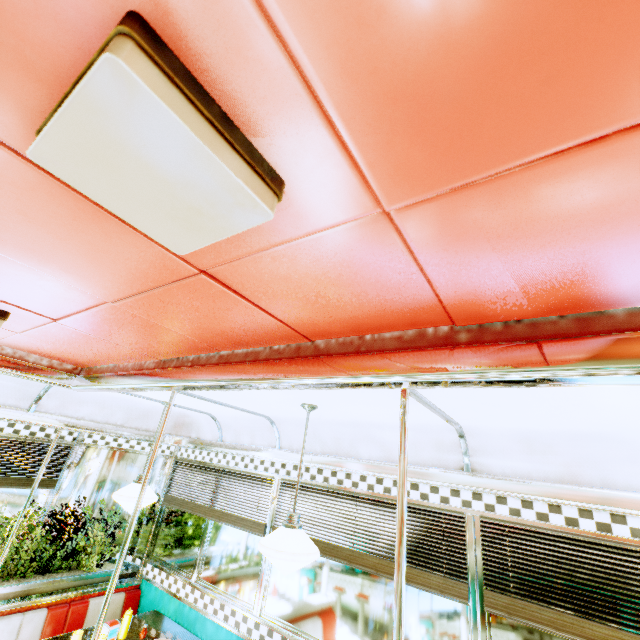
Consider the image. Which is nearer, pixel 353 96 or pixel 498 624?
pixel 353 96

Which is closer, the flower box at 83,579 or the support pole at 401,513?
the support pole at 401,513

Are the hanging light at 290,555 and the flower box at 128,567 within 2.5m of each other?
no

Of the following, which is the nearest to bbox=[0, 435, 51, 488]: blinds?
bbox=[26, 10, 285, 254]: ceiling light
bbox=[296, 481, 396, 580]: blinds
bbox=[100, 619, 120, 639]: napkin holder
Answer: bbox=[100, 619, 120, 639]: napkin holder

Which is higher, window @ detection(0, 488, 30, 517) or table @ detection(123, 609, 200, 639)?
window @ detection(0, 488, 30, 517)

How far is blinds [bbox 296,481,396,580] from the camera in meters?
2.7 m

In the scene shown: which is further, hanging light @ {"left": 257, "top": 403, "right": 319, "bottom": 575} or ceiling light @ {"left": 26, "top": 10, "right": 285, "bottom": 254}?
hanging light @ {"left": 257, "top": 403, "right": 319, "bottom": 575}

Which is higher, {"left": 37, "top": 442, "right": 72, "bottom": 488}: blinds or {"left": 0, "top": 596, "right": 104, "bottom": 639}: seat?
{"left": 37, "top": 442, "right": 72, "bottom": 488}: blinds
